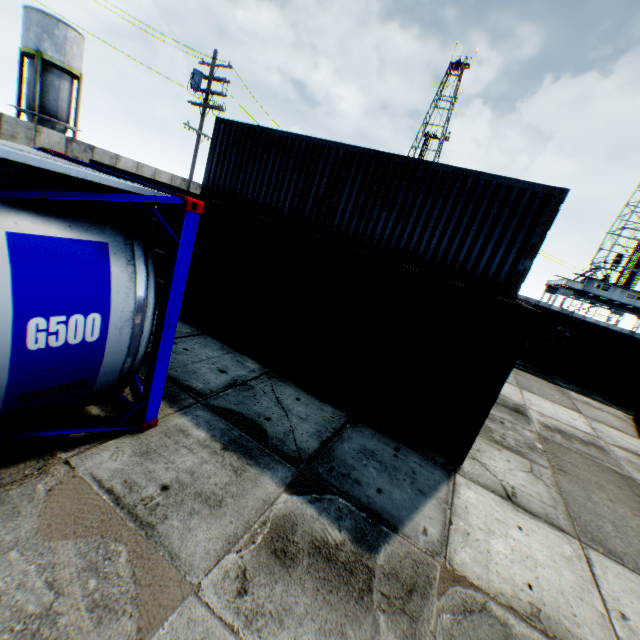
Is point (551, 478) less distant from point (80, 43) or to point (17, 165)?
point (17, 165)

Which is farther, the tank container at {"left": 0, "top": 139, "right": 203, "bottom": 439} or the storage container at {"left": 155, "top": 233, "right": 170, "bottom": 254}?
the storage container at {"left": 155, "top": 233, "right": 170, "bottom": 254}

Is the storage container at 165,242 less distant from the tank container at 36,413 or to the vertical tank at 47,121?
the tank container at 36,413

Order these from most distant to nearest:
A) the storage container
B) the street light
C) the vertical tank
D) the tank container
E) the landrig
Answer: the landrig, the vertical tank, the street light, the storage container, the tank container

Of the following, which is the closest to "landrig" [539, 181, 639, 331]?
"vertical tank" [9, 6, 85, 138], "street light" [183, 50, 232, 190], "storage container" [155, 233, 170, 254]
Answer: "storage container" [155, 233, 170, 254]

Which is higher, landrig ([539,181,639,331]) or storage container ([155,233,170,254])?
landrig ([539,181,639,331])

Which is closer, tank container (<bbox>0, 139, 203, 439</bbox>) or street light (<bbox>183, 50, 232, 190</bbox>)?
tank container (<bbox>0, 139, 203, 439</bbox>)

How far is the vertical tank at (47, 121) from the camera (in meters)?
26.16
